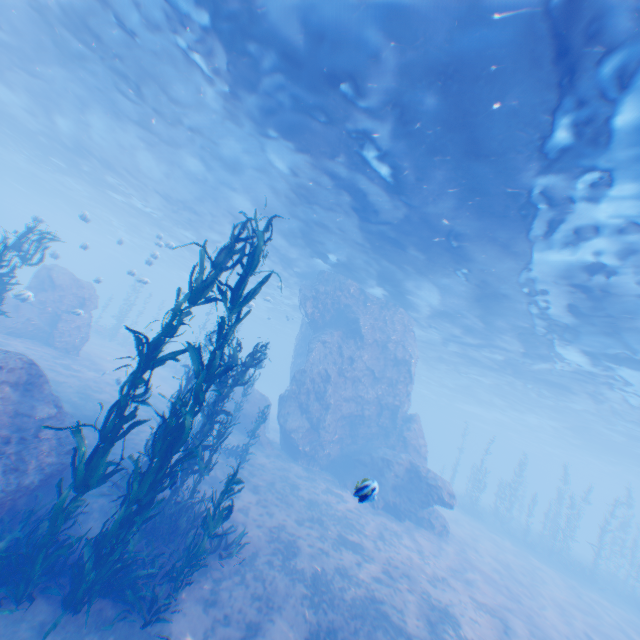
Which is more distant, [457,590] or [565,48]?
[457,590]

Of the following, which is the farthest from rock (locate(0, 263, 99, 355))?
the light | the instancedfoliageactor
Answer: the instancedfoliageactor

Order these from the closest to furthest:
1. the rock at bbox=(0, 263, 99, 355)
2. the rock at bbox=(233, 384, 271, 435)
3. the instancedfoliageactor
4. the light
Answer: the instancedfoliageactor → the light → the rock at bbox=(0, 263, 99, 355) → the rock at bbox=(233, 384, 271, 435)

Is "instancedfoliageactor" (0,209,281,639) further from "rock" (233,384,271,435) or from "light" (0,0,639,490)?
"light" (0,0,639,490)

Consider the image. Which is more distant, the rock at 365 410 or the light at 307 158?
the rock at 365 410

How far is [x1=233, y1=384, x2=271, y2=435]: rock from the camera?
19.9 meters

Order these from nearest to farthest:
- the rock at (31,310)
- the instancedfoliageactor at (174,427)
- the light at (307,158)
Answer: the instancedfoliageactor at (174,427), the light at (307,158), the rock at (31,310)

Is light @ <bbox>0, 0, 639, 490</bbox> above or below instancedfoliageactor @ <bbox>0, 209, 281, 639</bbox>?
above
